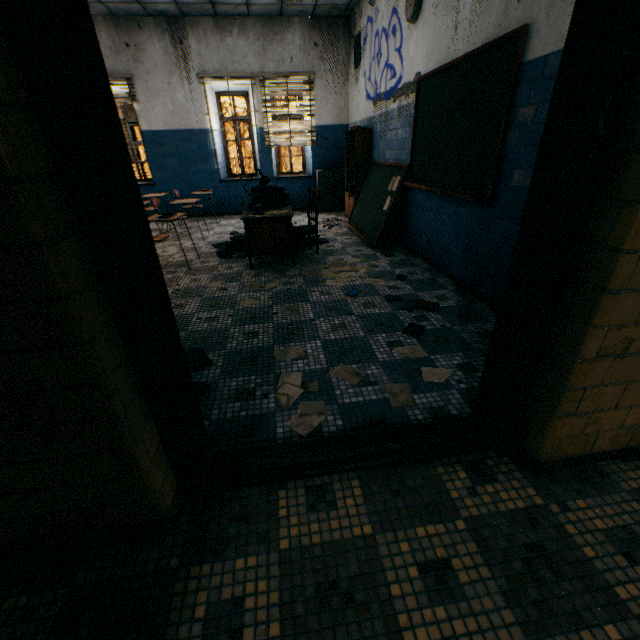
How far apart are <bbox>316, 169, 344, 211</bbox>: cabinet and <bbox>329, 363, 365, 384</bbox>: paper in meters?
6.7

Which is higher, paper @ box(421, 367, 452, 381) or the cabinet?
the cabinet

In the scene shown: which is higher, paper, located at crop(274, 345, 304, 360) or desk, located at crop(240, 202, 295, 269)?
desk, located at crop(240, 202, 295, 269)

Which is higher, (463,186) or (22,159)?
(22,159)

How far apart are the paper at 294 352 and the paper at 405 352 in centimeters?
74cm

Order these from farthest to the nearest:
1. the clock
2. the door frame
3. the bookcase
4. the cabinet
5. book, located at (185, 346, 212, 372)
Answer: the cabinet → the bookcase → the clock → book, located at (185, 346, 212, 372) → the door frame

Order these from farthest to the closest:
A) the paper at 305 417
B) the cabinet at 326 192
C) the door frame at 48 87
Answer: the cabinet at 326 192
the paper at 305 417
the door frame at 48 87

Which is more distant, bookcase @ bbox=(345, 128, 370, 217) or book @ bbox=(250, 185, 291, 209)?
bookcase @ bbox=(345, 128, 370, 217)
